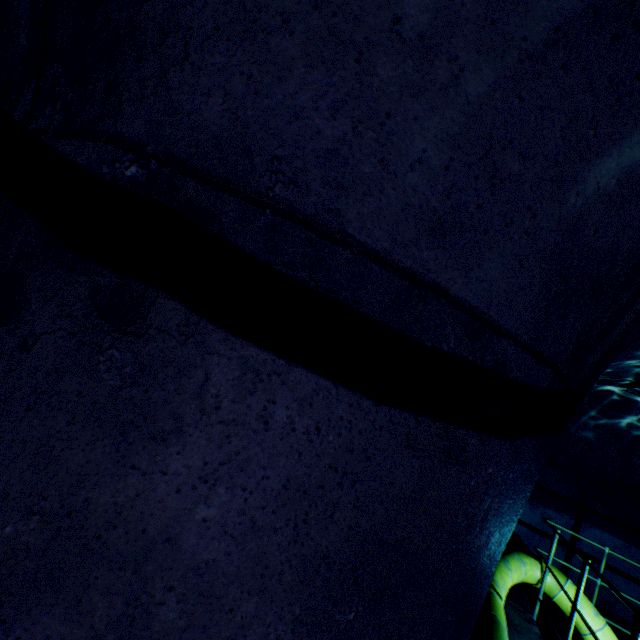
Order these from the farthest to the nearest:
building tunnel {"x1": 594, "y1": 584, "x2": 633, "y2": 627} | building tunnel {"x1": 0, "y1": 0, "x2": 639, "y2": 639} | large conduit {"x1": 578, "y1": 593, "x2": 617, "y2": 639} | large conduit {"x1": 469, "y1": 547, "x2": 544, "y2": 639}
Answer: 1. building tunnel {"x1": 594, "y1": 584, "x2": 633, "y2": 627}
2. large conduit {"x1": 578, "y1": 593, "x2": 617, "y2": 639}
3. large conduit {"x1": 469, "y1": 547, "x2": 544, "y2": 639}
4. building tunnel {"x1": 0, "y1": 0, "x2": 639, "y2": 639}

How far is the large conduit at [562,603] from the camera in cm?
459

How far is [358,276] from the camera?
0.5 meters

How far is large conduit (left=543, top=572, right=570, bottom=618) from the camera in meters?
4.6 m

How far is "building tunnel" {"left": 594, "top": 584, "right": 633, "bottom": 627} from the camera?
5.8 meters

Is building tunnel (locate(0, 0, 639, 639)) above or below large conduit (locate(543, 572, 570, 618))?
above

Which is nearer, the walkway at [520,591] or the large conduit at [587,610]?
the walkway at [520,591]
